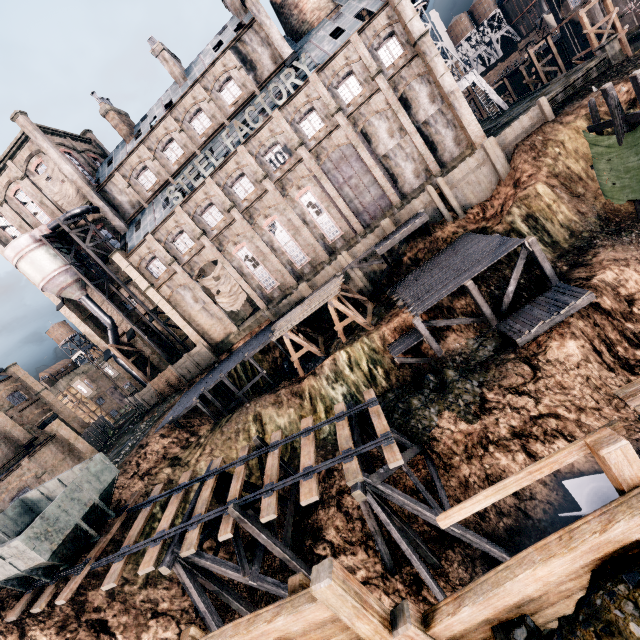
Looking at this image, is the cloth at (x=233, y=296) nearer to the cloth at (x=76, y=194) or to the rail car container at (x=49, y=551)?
the cloth at (x=76, y=194)

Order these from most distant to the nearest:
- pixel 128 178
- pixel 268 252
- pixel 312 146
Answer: pixel 128 178
pixel 268 252
pixel 312 146

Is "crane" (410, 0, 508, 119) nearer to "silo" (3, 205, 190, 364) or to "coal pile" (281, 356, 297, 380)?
"coal pile" (281, 356, 297, 380)

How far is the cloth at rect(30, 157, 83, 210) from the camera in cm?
3691

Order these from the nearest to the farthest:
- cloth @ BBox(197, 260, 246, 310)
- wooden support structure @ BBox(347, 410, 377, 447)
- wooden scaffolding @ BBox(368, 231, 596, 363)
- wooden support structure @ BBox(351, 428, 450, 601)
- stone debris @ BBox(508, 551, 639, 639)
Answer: stone debris @ BBox(508, 551, 639, 639) < wooden support structure @ BBox(351, 428, 450, 601) < wooden support structure @ BBox(347, 410, 377, 447) < wooden scaffolding @ BBox(368, 231, 596, 363) < cloth @ BBox(197, 260, 246, 310)

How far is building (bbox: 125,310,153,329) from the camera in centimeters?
4288cm

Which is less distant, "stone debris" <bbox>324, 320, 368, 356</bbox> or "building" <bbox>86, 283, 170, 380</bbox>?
"stone debris" <bbox>324, 320, 368, 356</bbox>

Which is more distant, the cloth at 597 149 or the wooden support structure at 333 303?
the wooden support structure at 333 303
